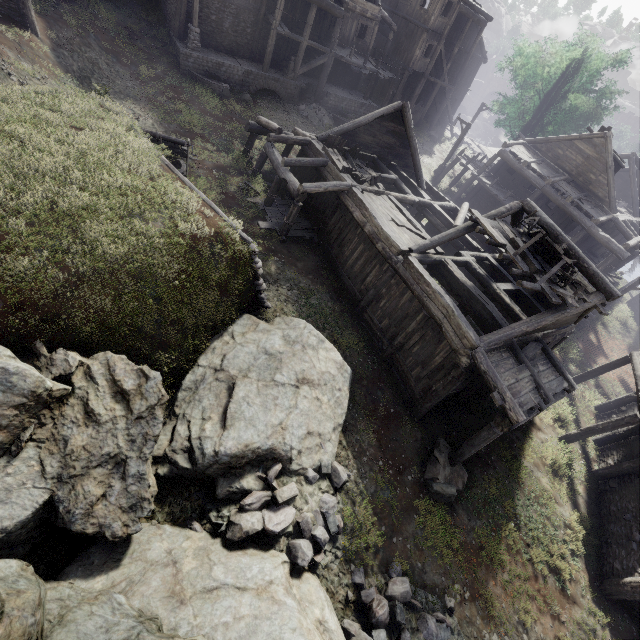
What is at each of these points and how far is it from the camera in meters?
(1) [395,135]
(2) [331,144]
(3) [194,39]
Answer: (1) building, 19.4 m
(2) broken furniture, 16.4 m
(3) wooden lamp post, 19.6 m

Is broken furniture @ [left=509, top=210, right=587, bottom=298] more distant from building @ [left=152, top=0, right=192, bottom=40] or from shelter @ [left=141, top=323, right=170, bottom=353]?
shelter @ [left=141, top=323, right=170, bottom=353]

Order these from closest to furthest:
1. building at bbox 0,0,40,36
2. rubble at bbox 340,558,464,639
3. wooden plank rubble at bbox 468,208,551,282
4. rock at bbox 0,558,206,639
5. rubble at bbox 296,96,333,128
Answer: rock at bbox 0,558,206,639, rubble at bbox 340,558,464,639, wooden plank rubble at bbox 468,208,551,282, building at bbox 0,0,40,36, rubble at bbox 296,96,333,128

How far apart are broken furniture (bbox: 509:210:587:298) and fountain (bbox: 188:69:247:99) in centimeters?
1881cm

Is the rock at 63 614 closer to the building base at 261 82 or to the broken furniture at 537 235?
the broken furniture at 537 235

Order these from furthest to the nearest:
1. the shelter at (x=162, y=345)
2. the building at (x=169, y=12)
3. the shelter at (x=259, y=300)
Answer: the building at (x=169, y=12), the shelter at (x=259, y=300), the shelter at (x=162, y=345)

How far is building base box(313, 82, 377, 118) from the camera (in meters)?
25.70

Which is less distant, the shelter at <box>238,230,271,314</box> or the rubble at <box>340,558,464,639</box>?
the rubble at <box>340,558,464,639</box>
